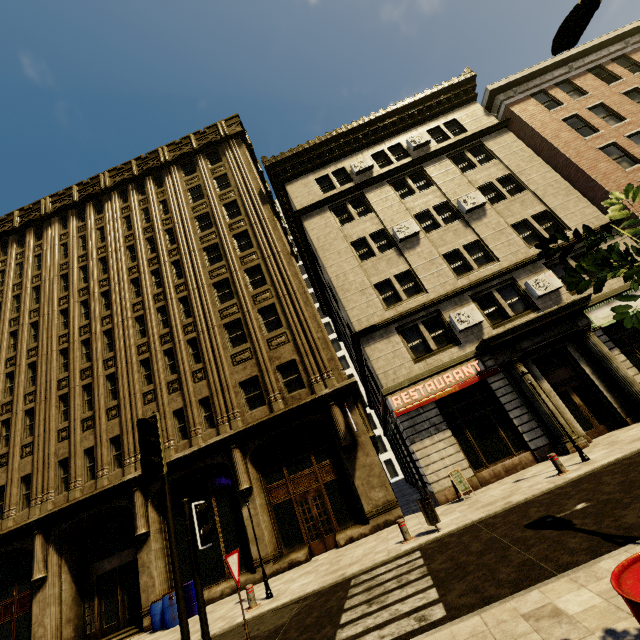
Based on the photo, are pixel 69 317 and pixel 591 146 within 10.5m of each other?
no

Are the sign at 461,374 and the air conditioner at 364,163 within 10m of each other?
no

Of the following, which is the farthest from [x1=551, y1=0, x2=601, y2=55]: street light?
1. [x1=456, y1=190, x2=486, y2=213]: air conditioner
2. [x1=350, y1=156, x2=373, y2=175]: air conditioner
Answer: [x1=350, y1=156, x2=373, y2=175]: air conditioner

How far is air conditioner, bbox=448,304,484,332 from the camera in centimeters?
1492cm

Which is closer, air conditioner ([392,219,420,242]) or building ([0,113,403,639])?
building ([0,113,403,639])

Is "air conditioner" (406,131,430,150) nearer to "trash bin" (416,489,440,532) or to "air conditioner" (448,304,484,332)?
"air conditioner" (448,304,484,332)

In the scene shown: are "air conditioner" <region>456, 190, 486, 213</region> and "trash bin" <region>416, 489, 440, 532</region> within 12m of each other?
no

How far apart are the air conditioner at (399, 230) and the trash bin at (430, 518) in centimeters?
1262cm
